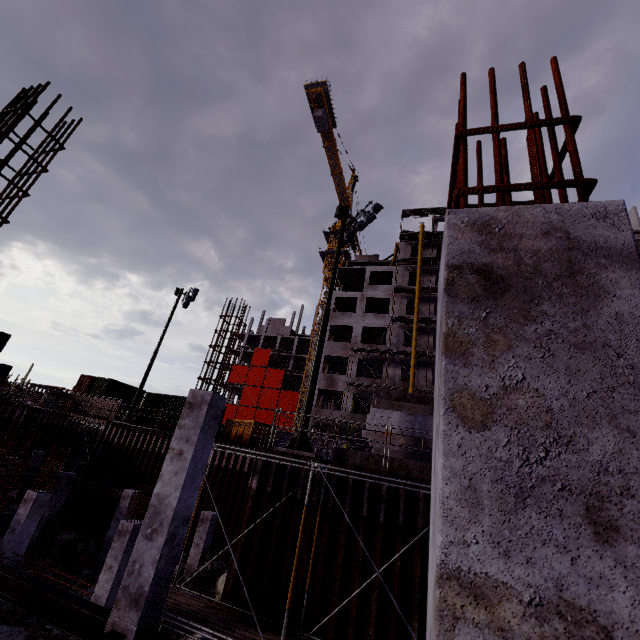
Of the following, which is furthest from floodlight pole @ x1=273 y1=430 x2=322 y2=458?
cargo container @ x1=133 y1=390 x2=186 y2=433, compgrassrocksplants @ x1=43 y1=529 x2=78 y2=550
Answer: compgrassrocksplants @ x1=43 y1=529 x2=78 y2=550

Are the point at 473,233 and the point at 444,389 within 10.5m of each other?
yes

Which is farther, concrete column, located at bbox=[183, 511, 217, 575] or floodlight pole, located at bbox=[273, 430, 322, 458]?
concrete column, located at bbox=[183, 511, 217, 575]

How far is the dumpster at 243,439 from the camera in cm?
2027

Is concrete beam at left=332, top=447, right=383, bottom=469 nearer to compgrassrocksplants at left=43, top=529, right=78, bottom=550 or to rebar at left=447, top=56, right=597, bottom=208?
rebar at left=447, top=56, right=597, bottom=208

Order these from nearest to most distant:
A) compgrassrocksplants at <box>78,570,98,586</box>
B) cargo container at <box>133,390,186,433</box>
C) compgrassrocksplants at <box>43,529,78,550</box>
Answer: compgrassrocksplants at <box>78,570,98,586</box> < compgrassrocksplants at <box>43,529,78,550</box> < cargo container at <box>133,390,186,433</box>

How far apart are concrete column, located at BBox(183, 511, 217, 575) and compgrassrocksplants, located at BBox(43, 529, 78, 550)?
7.8 meters

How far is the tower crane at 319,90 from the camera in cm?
4512
